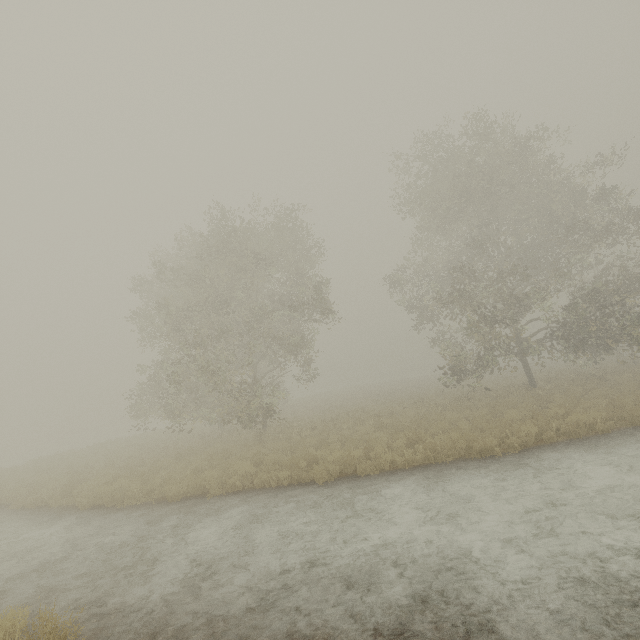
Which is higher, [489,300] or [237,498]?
[489,300]
